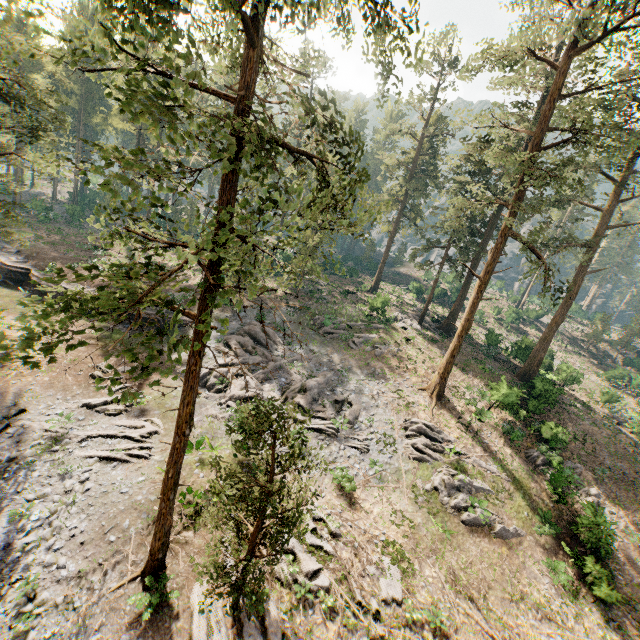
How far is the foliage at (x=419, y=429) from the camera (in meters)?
21.17

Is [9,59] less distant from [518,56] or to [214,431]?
[214,431]

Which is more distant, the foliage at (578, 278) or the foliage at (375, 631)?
the foliage at (375, 631)

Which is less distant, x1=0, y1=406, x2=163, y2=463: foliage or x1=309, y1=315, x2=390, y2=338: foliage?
x1=0, y1=406, x2=163, y2=463: foliage

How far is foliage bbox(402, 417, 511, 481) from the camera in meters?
21.2 m

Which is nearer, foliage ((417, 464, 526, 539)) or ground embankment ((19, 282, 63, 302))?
foliage ((417, 464, 526, 539))
